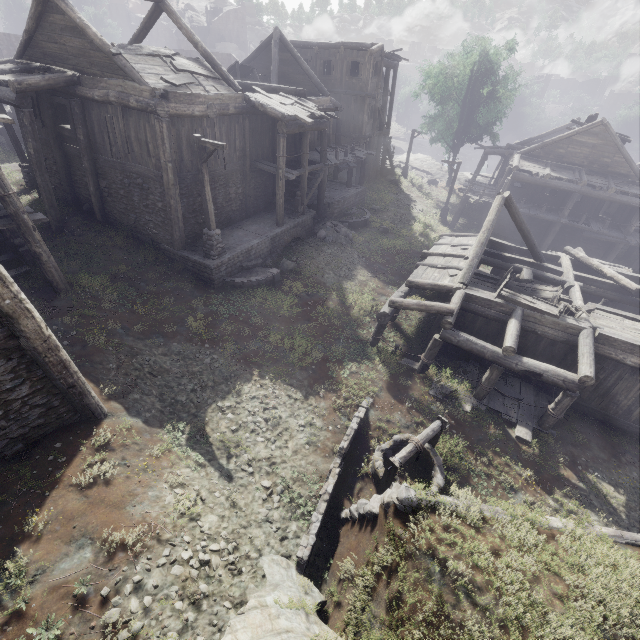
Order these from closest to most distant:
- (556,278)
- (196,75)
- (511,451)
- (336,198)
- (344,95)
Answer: (511,451), (196,75), (556,278), (336,198), (344,95)

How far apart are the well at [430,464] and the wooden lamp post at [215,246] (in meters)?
10.05

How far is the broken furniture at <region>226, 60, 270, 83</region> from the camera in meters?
20.3

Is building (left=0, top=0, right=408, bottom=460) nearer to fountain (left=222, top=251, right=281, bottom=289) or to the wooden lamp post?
the wooden lamp post

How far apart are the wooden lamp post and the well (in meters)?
10.05

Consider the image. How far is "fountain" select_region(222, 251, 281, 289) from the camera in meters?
14.7

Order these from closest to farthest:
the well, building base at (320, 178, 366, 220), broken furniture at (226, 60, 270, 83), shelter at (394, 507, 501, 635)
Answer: shelter at (394, 507, 501, 635) → the well → broken furniture at (226, 60, 270, 83) → building base at (320, 178, 366, 220)

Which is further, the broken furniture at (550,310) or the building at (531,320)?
the broken furniture at (550,310)
